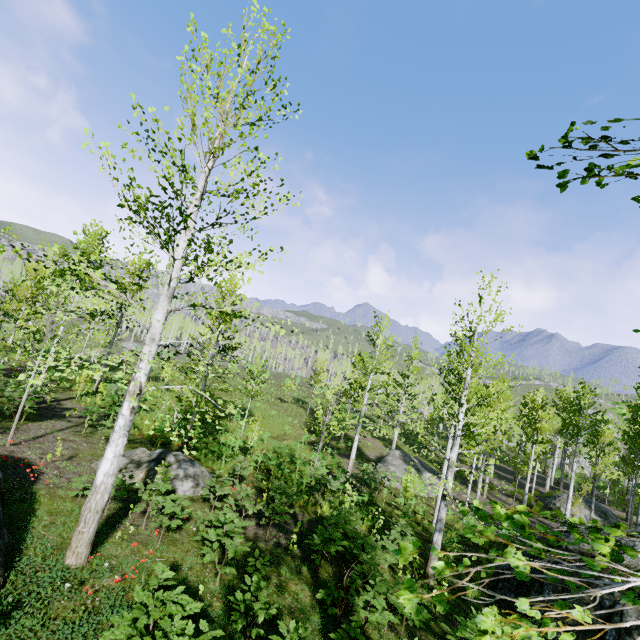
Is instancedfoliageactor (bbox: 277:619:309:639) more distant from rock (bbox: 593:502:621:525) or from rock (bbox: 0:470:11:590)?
rock (bbox: 593:502:621:525)

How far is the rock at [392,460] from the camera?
24.04m

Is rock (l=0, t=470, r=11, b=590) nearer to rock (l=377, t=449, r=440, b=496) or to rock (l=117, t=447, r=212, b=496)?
rock (l=117, t=447, r=212, b=496)

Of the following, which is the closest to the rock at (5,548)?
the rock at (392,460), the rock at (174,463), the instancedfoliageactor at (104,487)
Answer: the instancedfoliageactor at (104,487)

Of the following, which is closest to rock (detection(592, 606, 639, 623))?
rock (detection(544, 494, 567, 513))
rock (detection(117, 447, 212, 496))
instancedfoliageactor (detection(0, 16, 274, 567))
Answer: instancedfoliageactor (detection(0, 16, 274, 567))

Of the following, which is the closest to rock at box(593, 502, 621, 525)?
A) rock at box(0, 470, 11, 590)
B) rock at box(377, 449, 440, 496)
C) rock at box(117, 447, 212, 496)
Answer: rock at box(377, 449, 440, 496)

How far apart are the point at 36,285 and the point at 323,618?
22.0m

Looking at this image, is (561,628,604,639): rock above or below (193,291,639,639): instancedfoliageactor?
below
